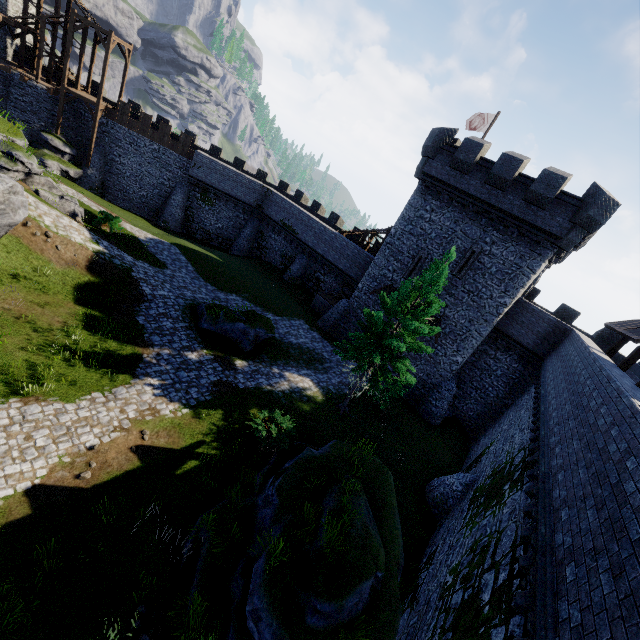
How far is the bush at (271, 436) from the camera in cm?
1336

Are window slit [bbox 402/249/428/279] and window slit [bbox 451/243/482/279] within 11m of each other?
yes

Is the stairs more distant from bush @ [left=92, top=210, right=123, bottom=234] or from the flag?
the flag

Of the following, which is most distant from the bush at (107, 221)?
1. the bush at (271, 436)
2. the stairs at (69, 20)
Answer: the bush at (271, 436)

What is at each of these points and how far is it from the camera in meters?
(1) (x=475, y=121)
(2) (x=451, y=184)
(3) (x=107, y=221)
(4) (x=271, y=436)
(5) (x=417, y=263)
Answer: (1) flag, 26.3
(2) building, 21.3
(3) bush, 23.6
(4) bush, 13.8
(5) window slit, 23.4

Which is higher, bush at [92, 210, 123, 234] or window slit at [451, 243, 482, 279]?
window slit at [451, 243, 482, 279]

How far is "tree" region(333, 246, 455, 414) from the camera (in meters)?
15.05

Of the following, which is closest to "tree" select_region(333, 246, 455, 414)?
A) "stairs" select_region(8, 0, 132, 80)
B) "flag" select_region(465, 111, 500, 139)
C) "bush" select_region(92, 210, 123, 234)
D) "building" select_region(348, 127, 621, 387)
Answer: "building" select_region(348, 127, 621, 387)
